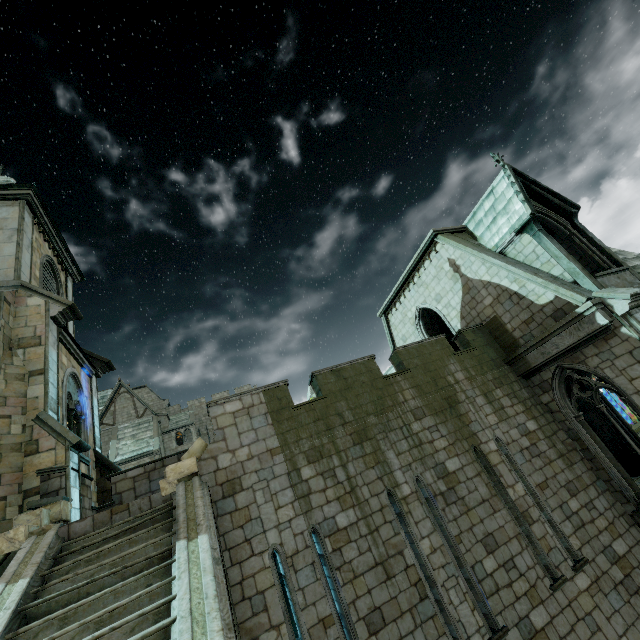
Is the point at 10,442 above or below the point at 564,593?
above

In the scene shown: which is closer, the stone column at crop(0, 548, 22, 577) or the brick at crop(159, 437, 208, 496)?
the stone column at crop(0, 548, 22, 577)

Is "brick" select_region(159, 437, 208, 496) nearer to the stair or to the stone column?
the stair

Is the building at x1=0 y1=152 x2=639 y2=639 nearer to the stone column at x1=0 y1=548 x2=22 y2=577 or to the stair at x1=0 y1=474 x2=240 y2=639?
the stair at x1=0 y1=474 x2=240 y2=639

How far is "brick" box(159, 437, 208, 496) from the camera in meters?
7.5 m

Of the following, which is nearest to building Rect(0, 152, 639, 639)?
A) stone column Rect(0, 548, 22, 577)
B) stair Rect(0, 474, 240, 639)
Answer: stair Rect(0, 474, 240, 639)

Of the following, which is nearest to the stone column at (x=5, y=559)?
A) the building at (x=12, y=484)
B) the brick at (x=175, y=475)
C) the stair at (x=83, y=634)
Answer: the stair at (x=83, y=634)

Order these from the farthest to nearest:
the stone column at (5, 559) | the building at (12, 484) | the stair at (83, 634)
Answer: the building at (12, 484)
the stone column at (5, 559)
the stair at (83, 634)
